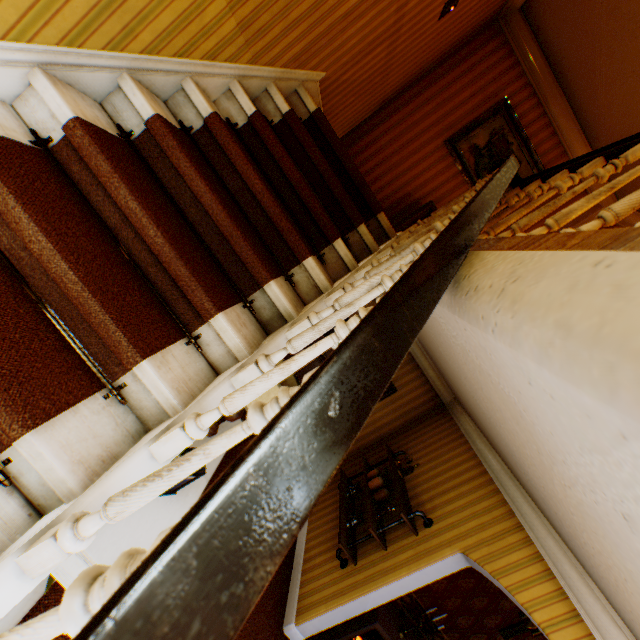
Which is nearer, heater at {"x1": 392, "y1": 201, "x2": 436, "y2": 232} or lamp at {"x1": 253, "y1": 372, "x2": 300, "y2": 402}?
lamp at {"x1": 253, "y1": 372, "x2": 300, "y2": 402}

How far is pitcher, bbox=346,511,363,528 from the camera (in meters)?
4.26

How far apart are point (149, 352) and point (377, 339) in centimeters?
104cm

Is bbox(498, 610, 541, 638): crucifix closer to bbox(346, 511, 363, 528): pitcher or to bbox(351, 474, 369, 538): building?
bbox(351, 474, 369, 538): building

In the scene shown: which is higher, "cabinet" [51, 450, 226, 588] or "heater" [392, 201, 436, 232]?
"heater" [392, 201, 436, 232]

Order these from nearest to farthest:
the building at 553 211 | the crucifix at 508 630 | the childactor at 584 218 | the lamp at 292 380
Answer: the building at 553 211 < the lamp at 292 380 < the childactor at 584 218 < the crucifix at 508 630

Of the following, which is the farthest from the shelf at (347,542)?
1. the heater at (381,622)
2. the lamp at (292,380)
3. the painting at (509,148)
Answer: the painting at (509,148)

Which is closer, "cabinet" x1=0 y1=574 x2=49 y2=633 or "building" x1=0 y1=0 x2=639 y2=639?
"building" x1=0 y1=0 x2=639 y2=639
